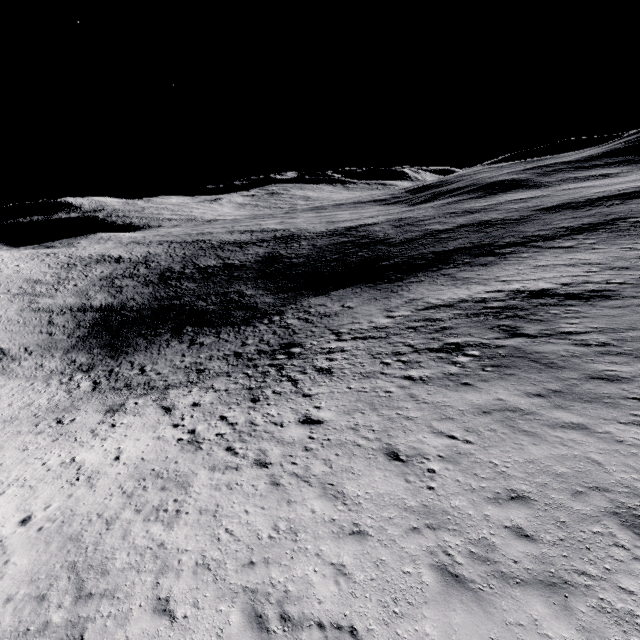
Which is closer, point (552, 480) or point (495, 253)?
point (552, 480)
